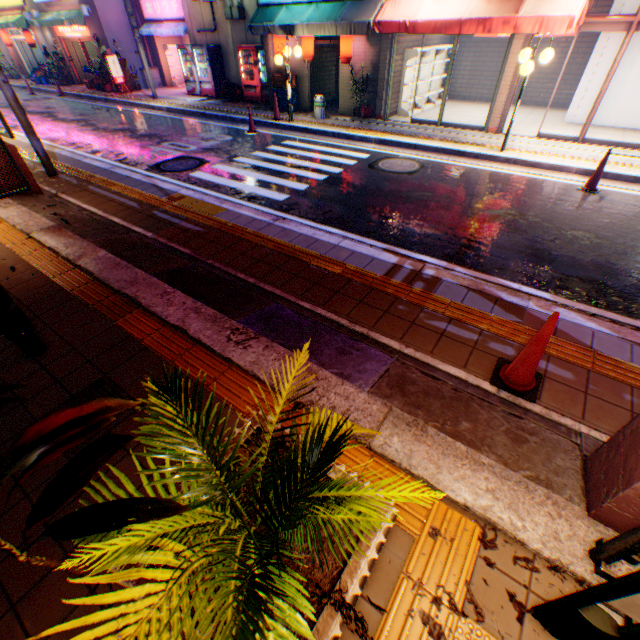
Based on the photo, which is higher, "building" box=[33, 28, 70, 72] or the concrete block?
"building" box=[33, 28, 70, 72]

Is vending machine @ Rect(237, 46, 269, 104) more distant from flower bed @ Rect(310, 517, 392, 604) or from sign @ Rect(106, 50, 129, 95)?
flower bed @ Rect(310, 517, 392, 604)

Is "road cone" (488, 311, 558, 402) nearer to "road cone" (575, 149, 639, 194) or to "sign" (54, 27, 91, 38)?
"road cone" (575, 149, 639, 194)

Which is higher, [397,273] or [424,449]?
[424,449]

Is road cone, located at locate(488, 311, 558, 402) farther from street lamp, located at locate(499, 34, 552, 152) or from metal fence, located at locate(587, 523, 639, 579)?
street lamp, located at locate(499, 34, 552, 152)

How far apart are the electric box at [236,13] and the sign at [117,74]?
7.26m

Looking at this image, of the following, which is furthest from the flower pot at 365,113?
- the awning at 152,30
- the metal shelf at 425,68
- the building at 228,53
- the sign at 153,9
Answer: the sign at 153,9

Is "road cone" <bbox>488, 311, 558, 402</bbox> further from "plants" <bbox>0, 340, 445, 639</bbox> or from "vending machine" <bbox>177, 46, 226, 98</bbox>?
"vending machine" <bbox>177, 46, 226, 98</bbox>
